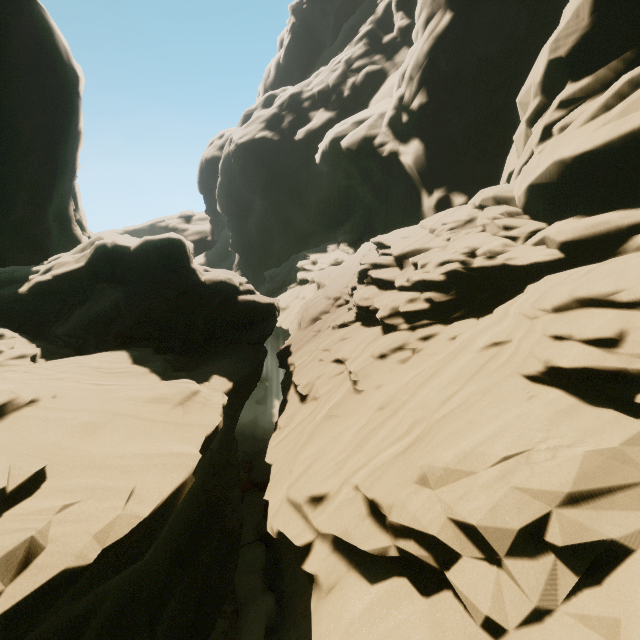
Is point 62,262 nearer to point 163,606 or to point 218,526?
point 218,526
